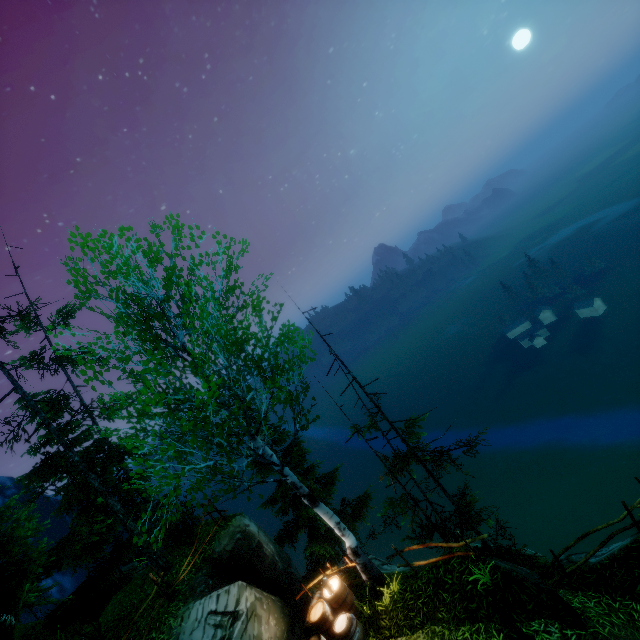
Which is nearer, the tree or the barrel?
the tree

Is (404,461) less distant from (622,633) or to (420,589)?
(420,589)

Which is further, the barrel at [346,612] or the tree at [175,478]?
the barrel at [346,612]
